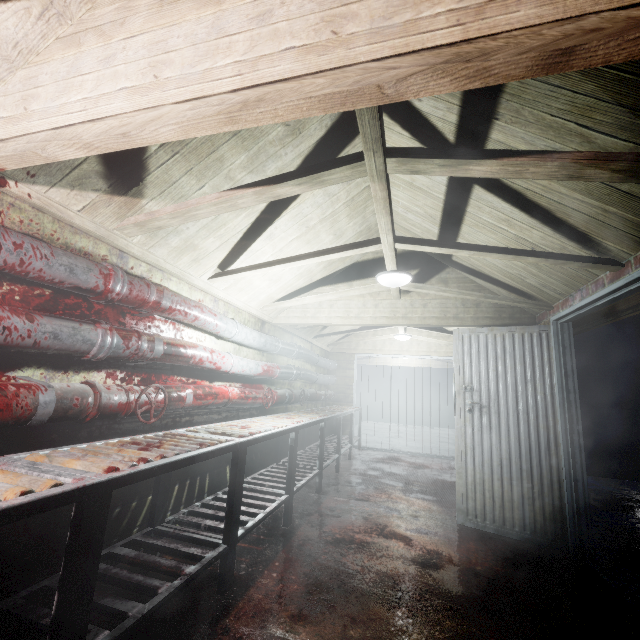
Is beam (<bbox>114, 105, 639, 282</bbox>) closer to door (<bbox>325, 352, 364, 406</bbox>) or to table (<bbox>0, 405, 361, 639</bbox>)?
table (<bbox>0, 405, 361, 639</bbox>)

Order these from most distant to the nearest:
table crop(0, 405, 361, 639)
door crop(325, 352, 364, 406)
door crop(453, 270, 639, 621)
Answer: door crop(325, 352, 364, 406) → door crop(453, 270, 639, 621) → table crop(0, 405, 361, 639)

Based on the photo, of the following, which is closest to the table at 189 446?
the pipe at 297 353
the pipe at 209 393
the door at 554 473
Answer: the pipe at 209 393

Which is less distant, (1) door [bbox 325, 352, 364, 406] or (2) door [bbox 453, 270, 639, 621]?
(2) door [bbox 453, 270, 639, 621]

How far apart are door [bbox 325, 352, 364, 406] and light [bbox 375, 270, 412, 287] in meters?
4.0 m

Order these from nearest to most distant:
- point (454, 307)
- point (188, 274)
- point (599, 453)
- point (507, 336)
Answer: point (188, 274) → point (507, 336) → point (454, 307) → point (599, 453)

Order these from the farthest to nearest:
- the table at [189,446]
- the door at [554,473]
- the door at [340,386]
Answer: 1. the door at [340,386]
2. the door at [554,473]
3. the table at [189,446]

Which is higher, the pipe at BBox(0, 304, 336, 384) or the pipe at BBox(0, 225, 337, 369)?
the pipe at BBox(0, 225, 337, 369)
